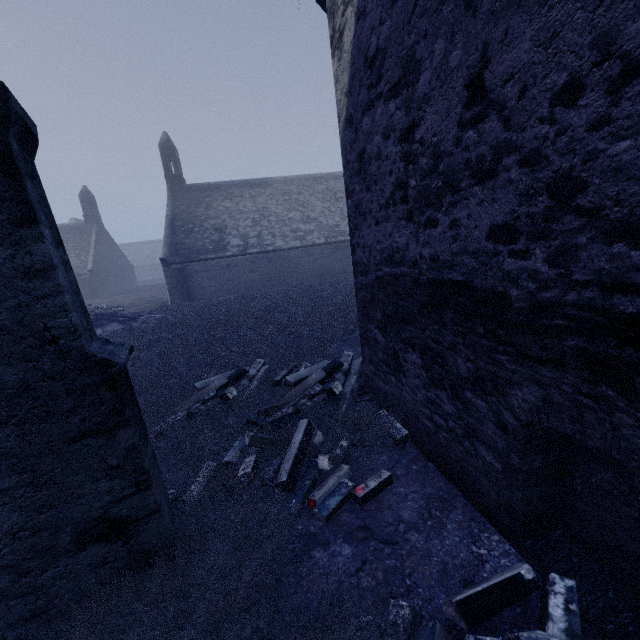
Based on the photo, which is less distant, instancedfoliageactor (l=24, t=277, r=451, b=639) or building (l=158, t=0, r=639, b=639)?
building (l=158, t=0, r=639, b=639)

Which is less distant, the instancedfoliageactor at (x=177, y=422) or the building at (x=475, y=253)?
the building at (x=475, y=253)

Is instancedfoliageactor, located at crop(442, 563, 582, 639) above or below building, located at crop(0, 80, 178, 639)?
below

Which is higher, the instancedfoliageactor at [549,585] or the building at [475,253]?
the building at [475,253]

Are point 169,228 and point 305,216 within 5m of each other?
no
